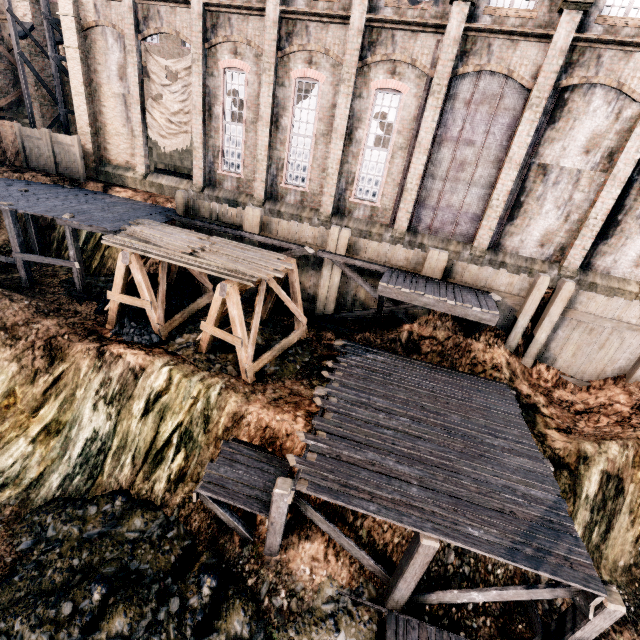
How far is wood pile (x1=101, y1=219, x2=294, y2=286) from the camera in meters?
12.2 m

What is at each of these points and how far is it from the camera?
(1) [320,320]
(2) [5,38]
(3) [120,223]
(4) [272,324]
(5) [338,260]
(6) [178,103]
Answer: (1) wooden scaffolding, 18.5 meters
(2) building, 26.6 meters
(3) wooden scaffolding, 15.8 meters
(4) stone debris, 17.5 meters
(5) wooden scaffolding, 16.6 meters
(6) cloth, 20.0 meters

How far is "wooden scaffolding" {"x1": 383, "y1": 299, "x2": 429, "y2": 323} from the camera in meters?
16.4 m

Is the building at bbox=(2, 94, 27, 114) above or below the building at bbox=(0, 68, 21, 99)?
below

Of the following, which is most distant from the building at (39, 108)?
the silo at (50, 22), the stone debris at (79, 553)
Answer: the stone debris at (79, 553)

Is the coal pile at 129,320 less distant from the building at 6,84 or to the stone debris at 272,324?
the stone debris at 272,324

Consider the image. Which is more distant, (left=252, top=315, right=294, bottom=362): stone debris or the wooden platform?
(left=252, top=315, right=294, bottom=362): stone debris

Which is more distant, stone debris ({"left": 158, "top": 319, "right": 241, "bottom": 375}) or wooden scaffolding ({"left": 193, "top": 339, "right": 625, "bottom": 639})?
stone debris ({"left": 158, "top": 319, "right": 241, "bottom": 375})
